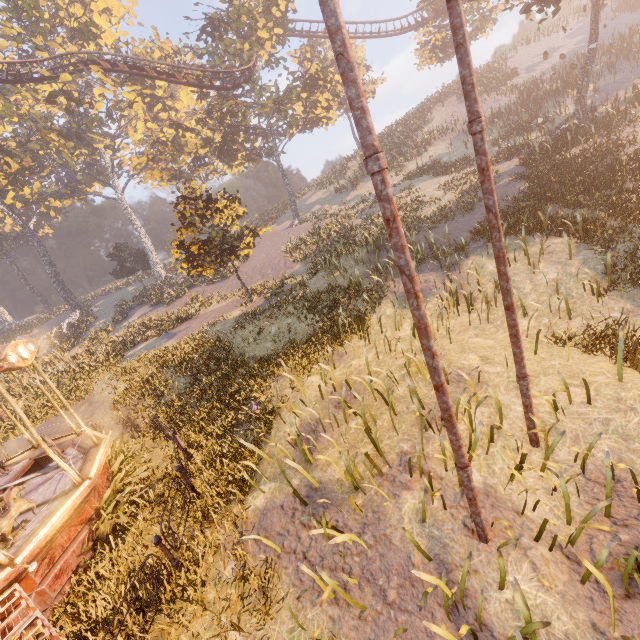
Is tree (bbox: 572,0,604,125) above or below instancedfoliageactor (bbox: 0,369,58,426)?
above

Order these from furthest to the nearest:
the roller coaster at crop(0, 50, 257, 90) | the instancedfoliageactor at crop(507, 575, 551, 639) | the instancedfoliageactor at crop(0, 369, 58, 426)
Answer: the roller coaster at crop(0, 50, 257, 90)
the instancedfoliageactor at crop(0, 369, 58, 426)
the instancedfoliageactor at crop(507, 575, 551, 639)

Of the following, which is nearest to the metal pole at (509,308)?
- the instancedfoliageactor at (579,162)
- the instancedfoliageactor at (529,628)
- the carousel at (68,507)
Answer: the instancedfoliageactor at (529,628)

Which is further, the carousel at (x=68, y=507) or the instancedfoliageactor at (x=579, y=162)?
the instancedfoliageactor at (x=579, y=162)

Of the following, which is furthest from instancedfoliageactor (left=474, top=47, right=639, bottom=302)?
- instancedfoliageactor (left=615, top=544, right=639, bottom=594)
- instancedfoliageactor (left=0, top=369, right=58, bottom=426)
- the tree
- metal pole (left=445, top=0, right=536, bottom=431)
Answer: instancedfoliageactor (left=0, top=369, right=58, bottom=426)

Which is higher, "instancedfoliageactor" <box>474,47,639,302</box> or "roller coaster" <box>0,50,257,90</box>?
"roller coaster" <box>0,50,257,90</box>

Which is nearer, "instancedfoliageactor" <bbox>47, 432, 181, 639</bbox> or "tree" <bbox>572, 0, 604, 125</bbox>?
"instancedfoliageactor" <bbox>47, 432, 181, 639</bbox>

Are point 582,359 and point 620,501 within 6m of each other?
yes
